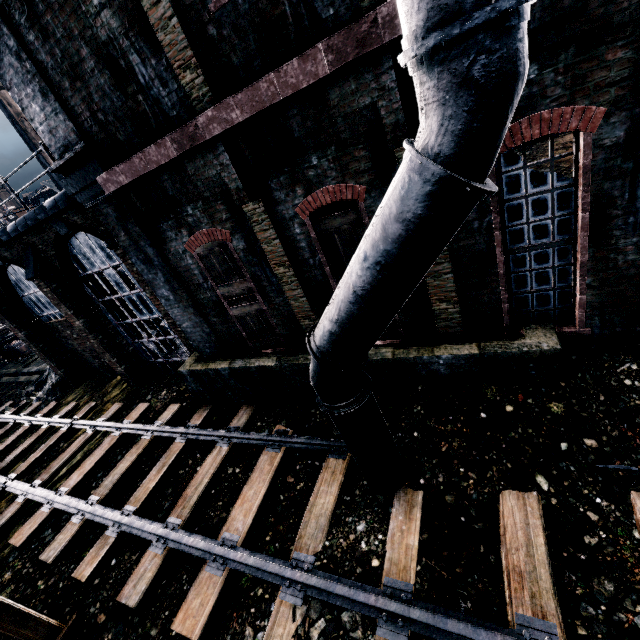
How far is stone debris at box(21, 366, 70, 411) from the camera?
18.34m

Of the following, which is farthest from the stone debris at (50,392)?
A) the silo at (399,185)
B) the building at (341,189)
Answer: the silo at (399,185)

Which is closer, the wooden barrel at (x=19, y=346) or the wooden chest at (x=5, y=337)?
the wooden barrel at (x=19, y=346)

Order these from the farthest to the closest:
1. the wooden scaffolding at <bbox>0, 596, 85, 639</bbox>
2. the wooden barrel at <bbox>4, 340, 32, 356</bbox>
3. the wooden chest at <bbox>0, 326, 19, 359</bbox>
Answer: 1. the wooden chest at <bbox>0, 326, 19, 359</bbox>
2. the wooden barrel at <bbox>4, 340, 32, 356</bbox>
3. the wooden scaffolding at <bbox>0, 596, 85, 639</bbox>

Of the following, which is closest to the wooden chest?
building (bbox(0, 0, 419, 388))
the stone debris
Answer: the stone debris

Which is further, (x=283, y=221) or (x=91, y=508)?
(x=91, y=508)

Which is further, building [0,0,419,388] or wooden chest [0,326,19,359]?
wooden chest [0,326,19,359]

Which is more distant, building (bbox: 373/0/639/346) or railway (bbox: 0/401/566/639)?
railway (bbox: 0/401/566/639)
